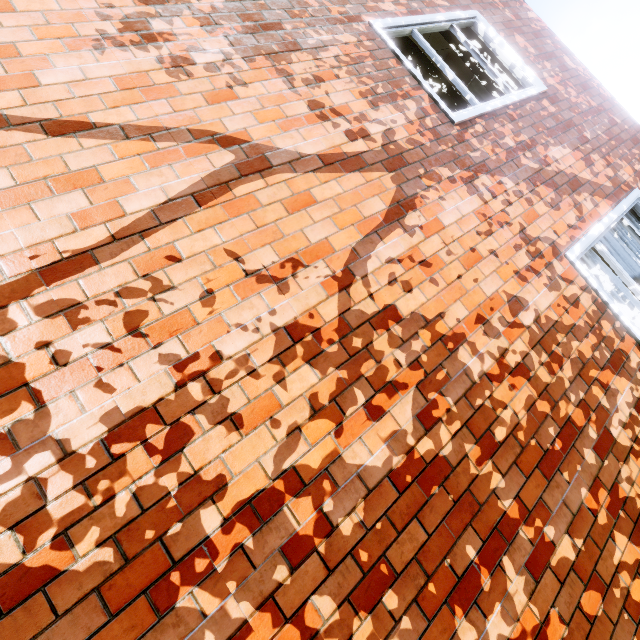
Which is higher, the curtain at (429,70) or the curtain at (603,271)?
the curtain at (429,70)

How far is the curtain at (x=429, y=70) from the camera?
3.51m

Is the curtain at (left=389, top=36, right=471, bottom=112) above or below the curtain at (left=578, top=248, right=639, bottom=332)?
above

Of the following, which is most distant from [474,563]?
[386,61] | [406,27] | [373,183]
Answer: [406,27]

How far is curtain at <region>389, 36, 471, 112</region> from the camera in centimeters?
351cm
